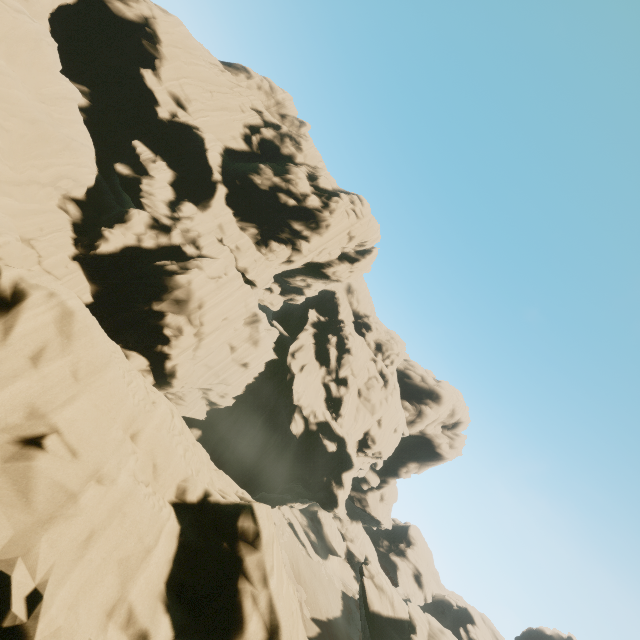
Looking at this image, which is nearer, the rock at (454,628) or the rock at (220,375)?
the rock at (220,375)

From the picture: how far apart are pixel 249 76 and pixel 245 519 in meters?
57.3

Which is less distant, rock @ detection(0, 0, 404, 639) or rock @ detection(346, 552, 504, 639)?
rock @ detection(0, 0, 404, 639)
